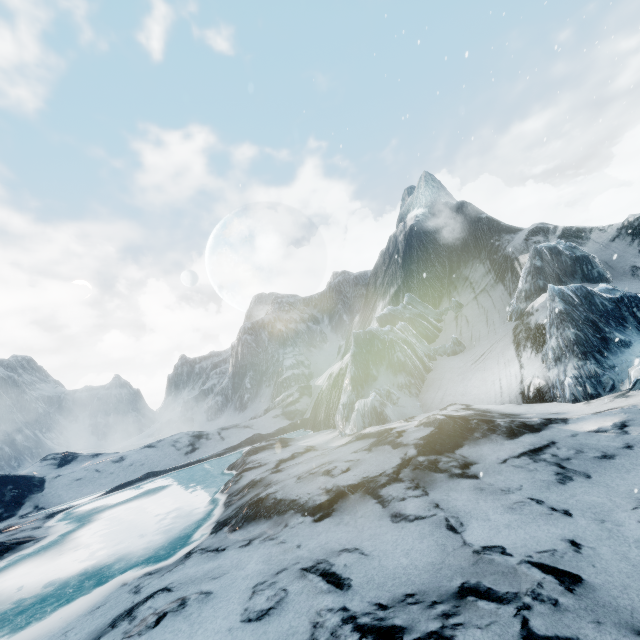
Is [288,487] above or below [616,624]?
above
